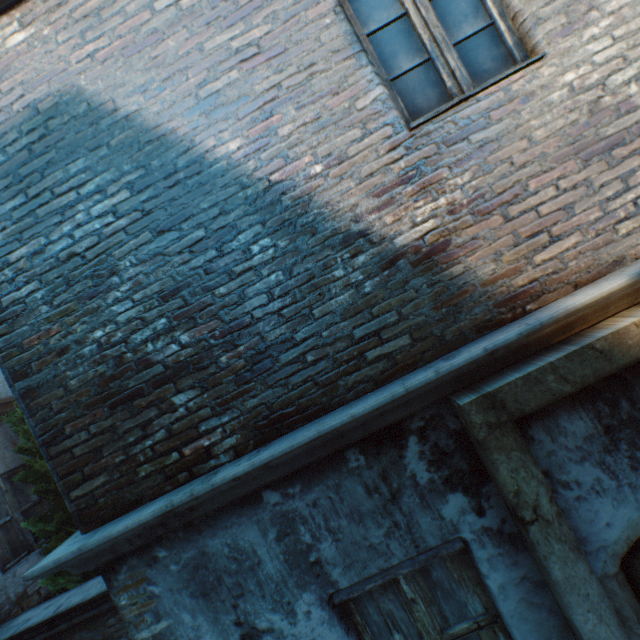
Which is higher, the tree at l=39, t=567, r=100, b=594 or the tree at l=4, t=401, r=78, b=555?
the tree at l=4, t=401, r=78, b=555

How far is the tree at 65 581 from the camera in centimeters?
444cm

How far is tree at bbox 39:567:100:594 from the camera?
4.4m

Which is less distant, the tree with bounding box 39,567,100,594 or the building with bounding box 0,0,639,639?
the building with bounding box 0,0,639,639

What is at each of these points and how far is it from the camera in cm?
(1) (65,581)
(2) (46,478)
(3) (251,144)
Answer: (1) tree, 457
(2) tree, 486
(3) building, 229

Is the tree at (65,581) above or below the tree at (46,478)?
below
